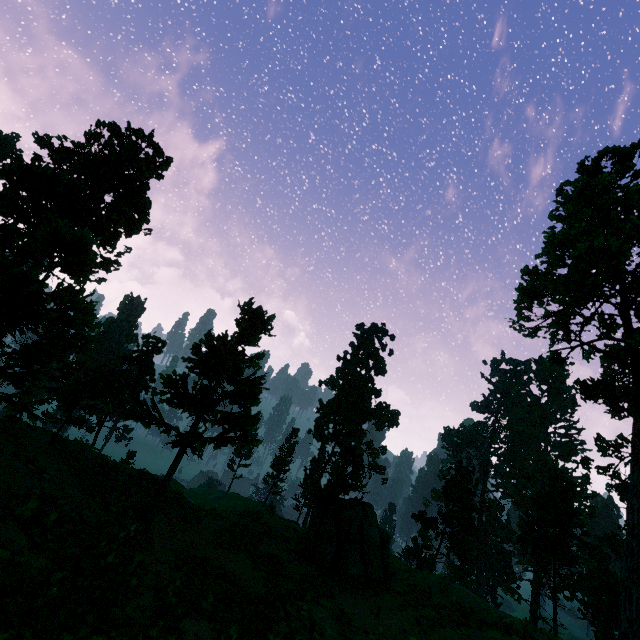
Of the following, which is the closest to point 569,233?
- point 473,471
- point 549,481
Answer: point 473,471

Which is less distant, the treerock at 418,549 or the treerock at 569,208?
the treerock at 569,208

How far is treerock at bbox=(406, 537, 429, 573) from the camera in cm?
4579

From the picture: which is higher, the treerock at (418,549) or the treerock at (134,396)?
the treerock at (134,396)

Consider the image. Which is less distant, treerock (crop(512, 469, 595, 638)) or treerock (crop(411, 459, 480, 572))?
treerock (crop(512, 469, 595, 638))
